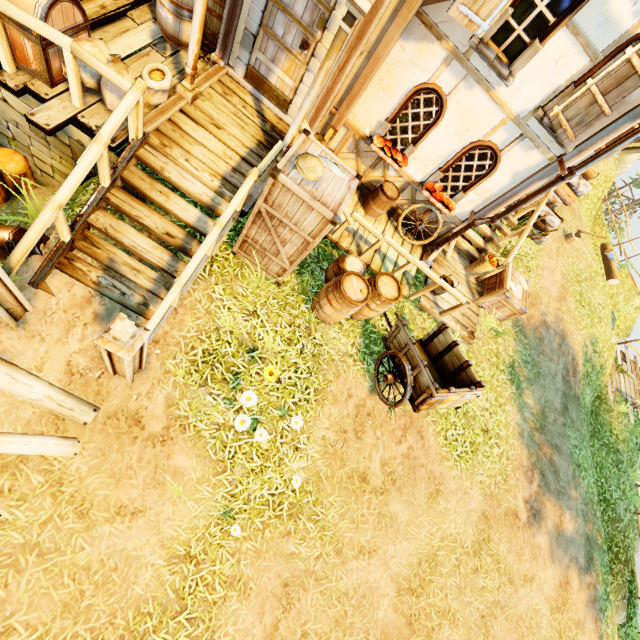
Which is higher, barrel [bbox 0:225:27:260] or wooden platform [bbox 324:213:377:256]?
wooden platform [bbox 324:213:377:256]

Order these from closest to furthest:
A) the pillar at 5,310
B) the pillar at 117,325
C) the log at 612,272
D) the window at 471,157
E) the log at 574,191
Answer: the pillar at 117,325 → the pillar at 5,310 → the window at 471,157 → the log at 574,191 → the log at 612,272

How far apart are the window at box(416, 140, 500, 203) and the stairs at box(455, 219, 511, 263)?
1.3m

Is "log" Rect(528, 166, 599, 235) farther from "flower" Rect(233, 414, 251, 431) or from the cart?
"flower" Rect(233, 414, 251, 431)

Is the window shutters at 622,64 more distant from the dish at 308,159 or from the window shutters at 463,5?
the dish at 308,159

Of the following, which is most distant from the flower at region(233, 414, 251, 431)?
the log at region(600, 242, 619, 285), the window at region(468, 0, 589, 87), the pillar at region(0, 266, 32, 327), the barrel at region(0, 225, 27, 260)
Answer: the log at region(600, 242, 619, 285)

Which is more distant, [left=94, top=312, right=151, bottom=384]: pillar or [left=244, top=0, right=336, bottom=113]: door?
[left=244, top=0, right=336, bottom=113]: door

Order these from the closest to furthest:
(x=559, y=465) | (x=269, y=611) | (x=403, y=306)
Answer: (x=269, y=611) → (x=403, y=306) → (x=559, y=465)
